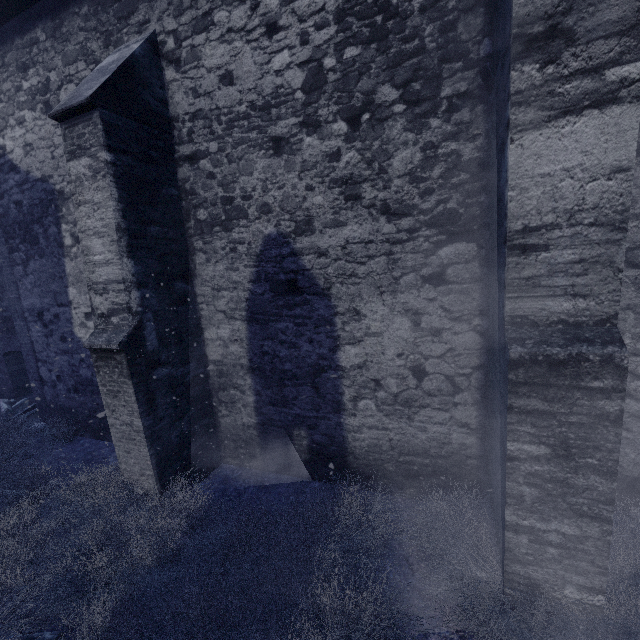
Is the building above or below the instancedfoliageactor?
Answer: above

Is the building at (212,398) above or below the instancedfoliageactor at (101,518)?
above

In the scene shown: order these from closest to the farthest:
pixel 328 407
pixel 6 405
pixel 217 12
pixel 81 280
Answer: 1. pixel 217 12
2. pixel 328 407
3. pixel 81 280
4. pixel 6 405
